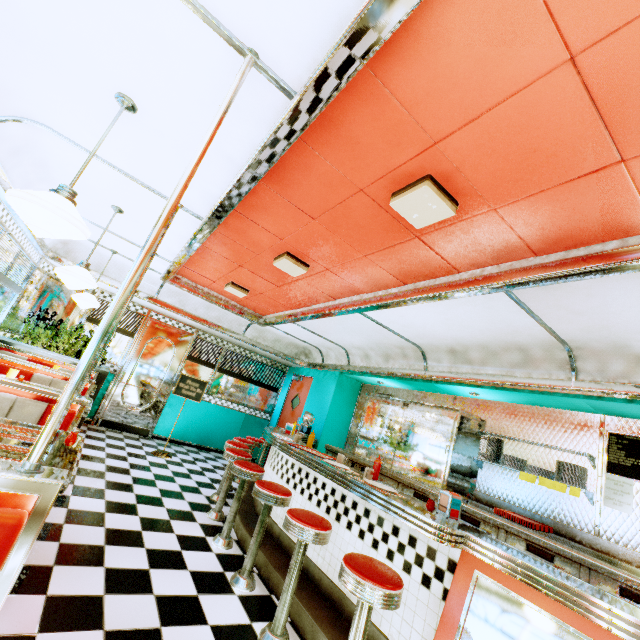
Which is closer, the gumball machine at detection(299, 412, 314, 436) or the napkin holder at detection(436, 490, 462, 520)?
the napkin holder at detection(436, 490, 462, 520)

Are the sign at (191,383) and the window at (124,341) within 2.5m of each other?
yes

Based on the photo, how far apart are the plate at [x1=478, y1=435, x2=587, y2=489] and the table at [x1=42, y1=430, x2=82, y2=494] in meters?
Result: 4.7 m

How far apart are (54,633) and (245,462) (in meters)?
1.99

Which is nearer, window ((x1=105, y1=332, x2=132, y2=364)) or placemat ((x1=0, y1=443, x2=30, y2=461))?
placemat ((x1=0, y1=443, x2=30, y2=461))

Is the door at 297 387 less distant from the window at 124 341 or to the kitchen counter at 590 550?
the kitchen counter at 590 550

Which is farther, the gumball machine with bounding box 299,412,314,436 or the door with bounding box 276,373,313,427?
the door with bounding box 276,373,313,427

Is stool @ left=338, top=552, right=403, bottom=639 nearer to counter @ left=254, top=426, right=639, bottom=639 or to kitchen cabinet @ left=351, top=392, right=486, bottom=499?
counter @ left=254, top=426, right=639, bottom=639
